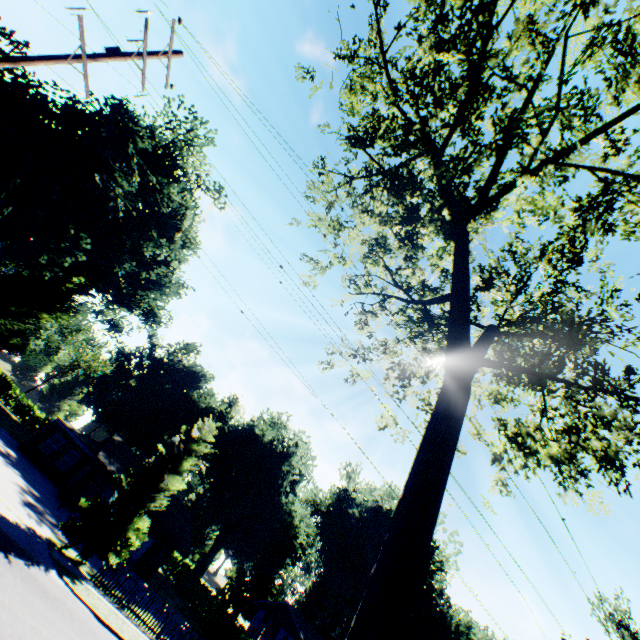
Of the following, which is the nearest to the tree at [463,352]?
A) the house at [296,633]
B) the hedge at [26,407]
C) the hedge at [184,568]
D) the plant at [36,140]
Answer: the plant at [36,140]

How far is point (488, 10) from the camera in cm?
687

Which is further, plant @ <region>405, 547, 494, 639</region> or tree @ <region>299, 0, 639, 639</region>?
plant @ <region>405, 547, 494, 639</region>

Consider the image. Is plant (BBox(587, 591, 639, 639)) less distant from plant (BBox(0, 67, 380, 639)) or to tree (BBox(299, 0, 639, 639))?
tree (BBox(299, 0, 639, 639))

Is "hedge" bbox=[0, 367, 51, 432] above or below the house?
below

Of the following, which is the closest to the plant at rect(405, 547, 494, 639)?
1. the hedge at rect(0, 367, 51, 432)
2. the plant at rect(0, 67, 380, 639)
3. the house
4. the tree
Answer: the tree

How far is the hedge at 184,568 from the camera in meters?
40.3 m

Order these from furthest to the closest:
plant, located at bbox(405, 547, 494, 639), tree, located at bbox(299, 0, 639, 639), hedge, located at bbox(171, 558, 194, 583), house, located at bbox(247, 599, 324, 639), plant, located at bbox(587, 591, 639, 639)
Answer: plant, located at bbox(405, 547, 494, 639) → hedge, located at bbox(171, 558, 194, 583) → house, located at bbox(247, 599, 324, 639) → plant, located at bbox(587, 591, 639, 639) → tree, located at bbox(299, 0, 639, 639)
